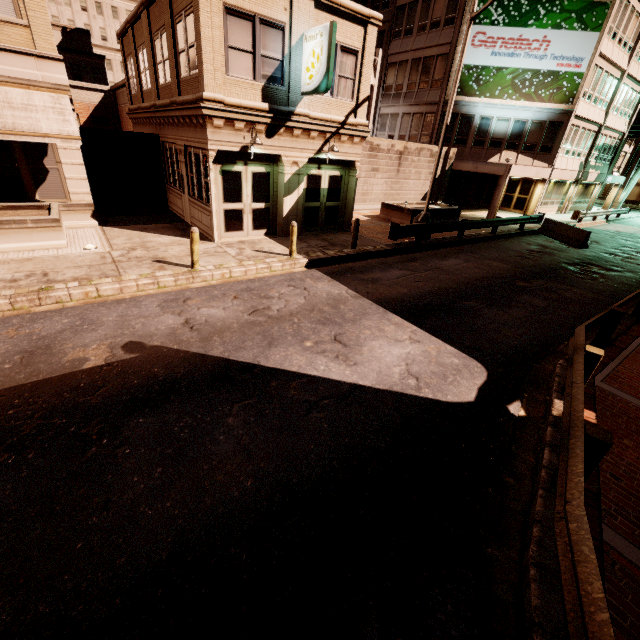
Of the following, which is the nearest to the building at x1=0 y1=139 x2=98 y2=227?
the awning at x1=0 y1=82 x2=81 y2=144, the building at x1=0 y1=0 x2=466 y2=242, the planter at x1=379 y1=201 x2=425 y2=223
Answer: the awning at x1=0 y1=82 x2=81 y2=144

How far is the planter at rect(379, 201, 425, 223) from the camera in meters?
18.6

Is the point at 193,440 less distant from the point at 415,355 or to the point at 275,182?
the point at 415,355

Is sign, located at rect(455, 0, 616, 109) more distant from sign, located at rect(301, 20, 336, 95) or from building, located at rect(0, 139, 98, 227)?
building, located at rect(0, 139, 98, 227)

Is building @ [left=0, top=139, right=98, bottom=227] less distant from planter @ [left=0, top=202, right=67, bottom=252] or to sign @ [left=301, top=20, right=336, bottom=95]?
planter @ [left=0, top=202, right=67, bottom=252]

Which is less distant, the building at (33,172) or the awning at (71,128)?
the awning at (71,128)

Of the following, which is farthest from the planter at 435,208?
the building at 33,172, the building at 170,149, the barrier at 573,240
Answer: the building at 33,172

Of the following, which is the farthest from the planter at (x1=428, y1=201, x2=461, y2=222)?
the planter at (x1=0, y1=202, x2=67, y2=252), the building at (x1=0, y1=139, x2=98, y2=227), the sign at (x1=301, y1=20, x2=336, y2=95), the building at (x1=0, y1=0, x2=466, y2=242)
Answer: the planter at (x1=0, y1=202, x2=67, y2=252)
